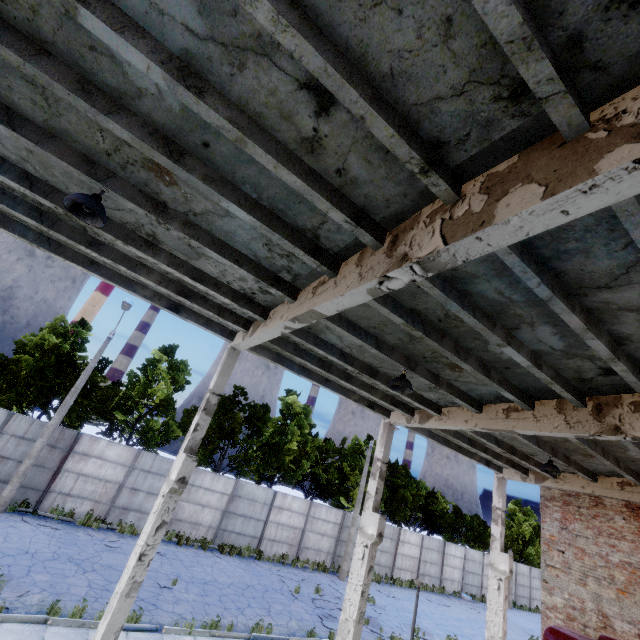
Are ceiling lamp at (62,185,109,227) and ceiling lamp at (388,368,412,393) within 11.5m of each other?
yes

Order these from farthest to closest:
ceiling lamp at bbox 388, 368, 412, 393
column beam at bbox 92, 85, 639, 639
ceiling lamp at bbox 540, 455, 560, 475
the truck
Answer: ceiling lamp at bbox 540, 455, 560, 475 → the truck → ceiling lamp at bbox 388, 368, 412, 393 → column beam at bbox 92, 85, 639, 639

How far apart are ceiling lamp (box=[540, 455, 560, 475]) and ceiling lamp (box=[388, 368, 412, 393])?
6.2 meters

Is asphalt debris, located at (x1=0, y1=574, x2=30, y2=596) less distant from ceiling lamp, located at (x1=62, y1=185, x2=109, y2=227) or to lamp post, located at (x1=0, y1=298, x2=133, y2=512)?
lamp post, located at (x1=0, y1=298, x2=133, y2=512)

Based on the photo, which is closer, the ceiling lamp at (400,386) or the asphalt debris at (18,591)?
the ceiling lamp at (400,386)

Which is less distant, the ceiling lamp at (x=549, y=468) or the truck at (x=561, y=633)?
the truck at (x=561, y=633)

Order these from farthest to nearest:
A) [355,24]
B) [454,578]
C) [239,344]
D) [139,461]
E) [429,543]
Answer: [454,578] → [429,543] → [139,461] → [239,344] → [355,24]

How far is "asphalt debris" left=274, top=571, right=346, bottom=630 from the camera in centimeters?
1439cm
